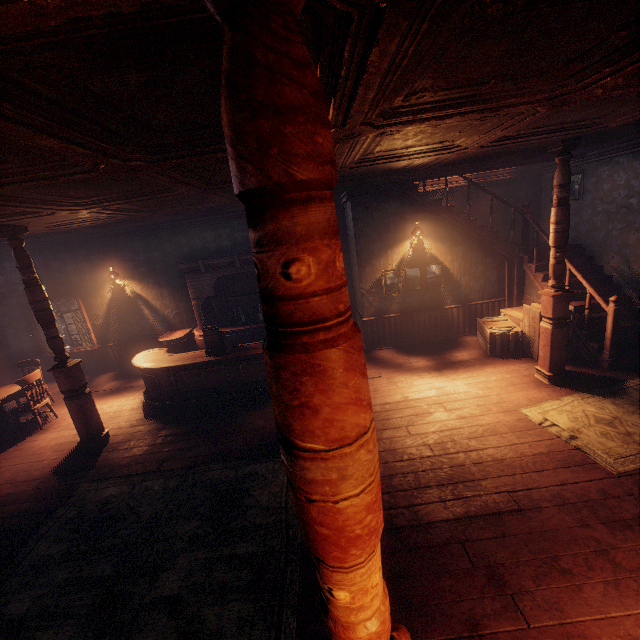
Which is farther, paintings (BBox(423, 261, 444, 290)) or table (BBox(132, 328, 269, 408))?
paintings (BBox(423, 261, 444, 290))

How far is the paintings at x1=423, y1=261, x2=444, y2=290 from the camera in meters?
7.8

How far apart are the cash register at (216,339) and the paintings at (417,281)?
3.83m

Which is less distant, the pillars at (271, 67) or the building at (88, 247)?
the pillars at (271, 67)

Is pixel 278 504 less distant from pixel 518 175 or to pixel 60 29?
pixel 60 29

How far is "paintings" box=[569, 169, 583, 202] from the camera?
7.37m

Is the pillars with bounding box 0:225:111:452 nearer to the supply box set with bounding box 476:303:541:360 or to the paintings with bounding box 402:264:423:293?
the paintings with bounding box 402:264:423:293
